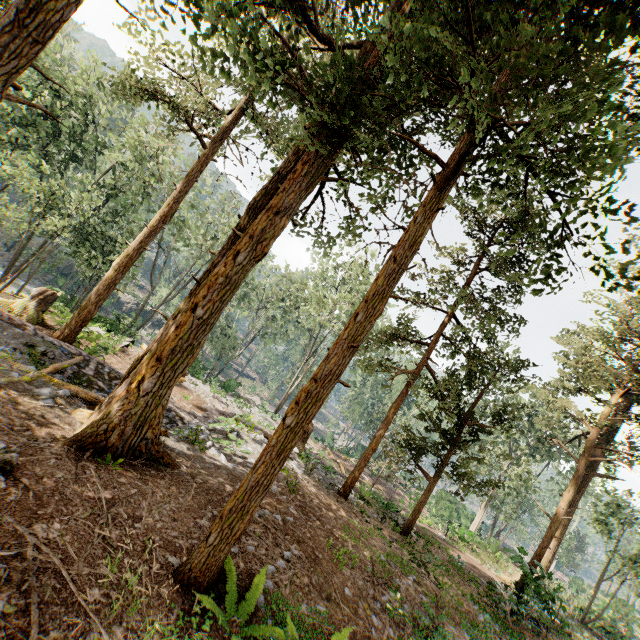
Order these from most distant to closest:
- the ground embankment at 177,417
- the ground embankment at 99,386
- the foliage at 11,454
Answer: the ground embankment at 177,417
the ground embankment at 99,386
the foliage at 11,454

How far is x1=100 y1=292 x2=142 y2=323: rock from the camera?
49.47m

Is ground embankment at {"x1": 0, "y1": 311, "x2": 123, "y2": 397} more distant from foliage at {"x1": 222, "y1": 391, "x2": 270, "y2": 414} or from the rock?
the rock

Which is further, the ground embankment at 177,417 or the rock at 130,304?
the rock at 130,304

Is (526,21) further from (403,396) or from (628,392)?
(628,392)

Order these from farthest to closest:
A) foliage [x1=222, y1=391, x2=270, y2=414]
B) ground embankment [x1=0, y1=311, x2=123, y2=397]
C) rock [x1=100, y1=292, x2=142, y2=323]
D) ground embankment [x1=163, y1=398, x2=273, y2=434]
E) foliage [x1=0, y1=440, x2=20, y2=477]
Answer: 1. rock [x1=100, y1=292, x2=142, y2=323]
2. foliage [x1=222, y1=391, x2=270, y2=414]
3. ground embankment [x1=163, y1=398, x2=273, y2=434]
4. ground embankment [x1=0, y1=311, x2=123, y2=397]
5. foliage [x1=0, y1=440, x2=20, y2=477]

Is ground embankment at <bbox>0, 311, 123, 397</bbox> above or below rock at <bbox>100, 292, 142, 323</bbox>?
above
